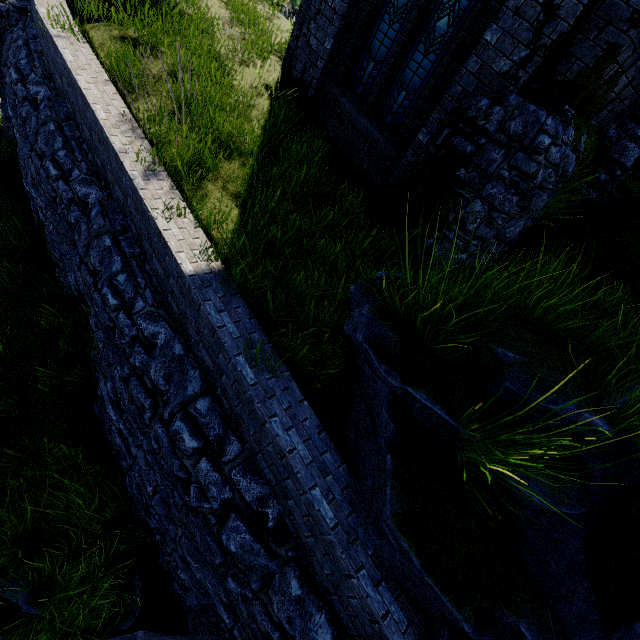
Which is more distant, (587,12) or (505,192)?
(505,192)

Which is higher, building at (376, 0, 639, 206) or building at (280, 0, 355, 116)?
building at (376, 0, 639, 206)

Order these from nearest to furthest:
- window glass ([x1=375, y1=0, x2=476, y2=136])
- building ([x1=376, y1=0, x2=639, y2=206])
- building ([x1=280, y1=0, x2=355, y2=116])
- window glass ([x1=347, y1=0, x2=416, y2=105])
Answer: building ([x1=376, y1=0, x2=639, y2=206]) < window glass ([x1=375, y1=0, x2=476, y2=136]) < window glass ([x1=347, y1=0, x2=416, y2=105]) < building ([x1=280, y1=0, x2=355, y2=116])

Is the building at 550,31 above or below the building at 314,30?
above

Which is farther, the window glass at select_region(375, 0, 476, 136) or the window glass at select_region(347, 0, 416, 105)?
the window glass at select_region(347, 0, 416, 105)

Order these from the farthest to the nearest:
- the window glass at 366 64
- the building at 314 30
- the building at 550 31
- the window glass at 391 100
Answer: the building at 314 30, the window glass at 366 64, the window glass at 391 100, the building at 550 31

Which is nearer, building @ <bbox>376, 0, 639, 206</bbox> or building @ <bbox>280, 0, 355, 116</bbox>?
building @ <bbox>376, 0, 639, 206</bbox>

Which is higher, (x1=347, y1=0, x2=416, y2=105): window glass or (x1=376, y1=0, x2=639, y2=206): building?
(x1=376, y1=0, x2=639, y2=206): building
